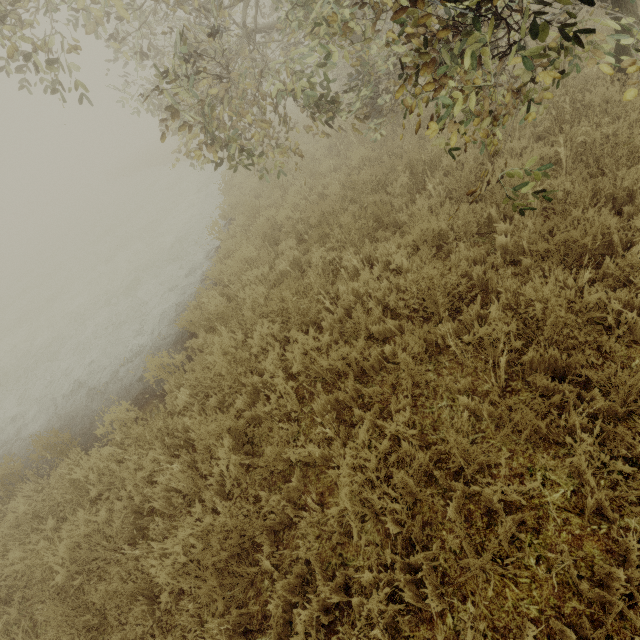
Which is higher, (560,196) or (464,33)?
(464,33)
